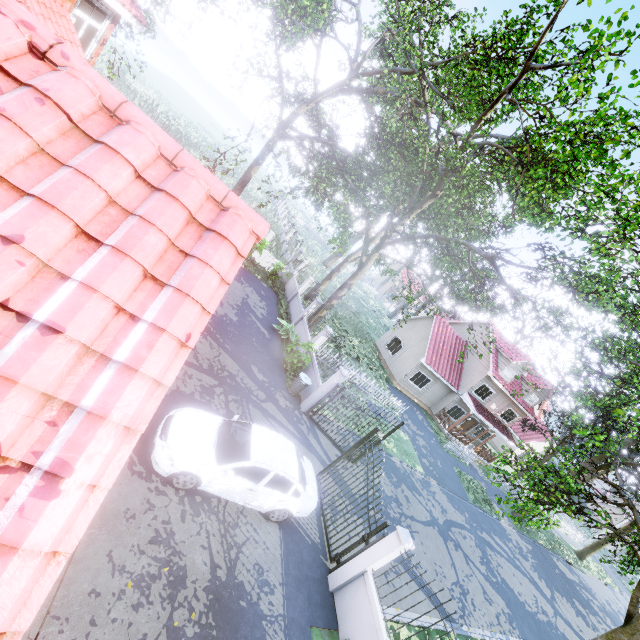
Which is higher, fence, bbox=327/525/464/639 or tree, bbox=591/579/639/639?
tree, bbox=591/579/639/639

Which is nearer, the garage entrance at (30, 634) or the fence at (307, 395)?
the garage entrance at (30, 634)

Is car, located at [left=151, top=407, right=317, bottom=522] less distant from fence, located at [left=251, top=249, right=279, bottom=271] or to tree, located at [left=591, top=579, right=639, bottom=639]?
fence, located at [left=251, top=249, right=279, bottom=271]

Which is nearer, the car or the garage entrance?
the garage entrance

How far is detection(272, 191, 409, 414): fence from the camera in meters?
13.4 m

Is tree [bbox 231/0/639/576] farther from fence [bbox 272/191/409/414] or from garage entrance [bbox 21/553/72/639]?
garage entrance [bbox 21/553/72/639]

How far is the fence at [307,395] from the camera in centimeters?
1345cm

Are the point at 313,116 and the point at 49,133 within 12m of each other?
no
